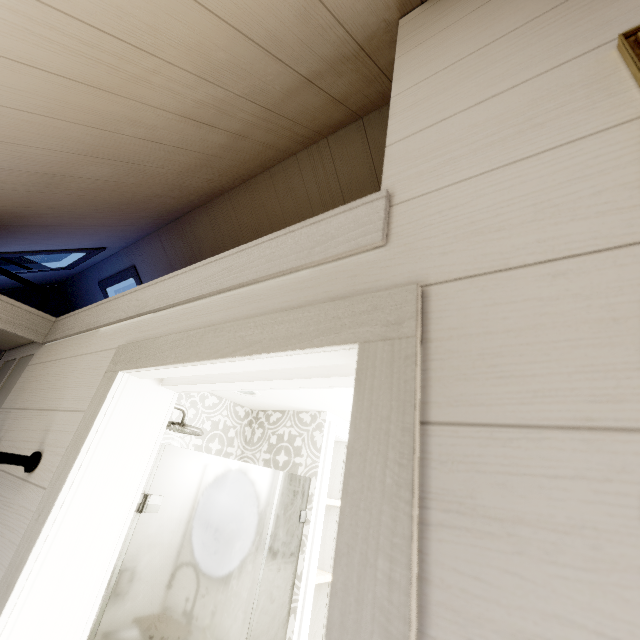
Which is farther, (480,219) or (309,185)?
(309,185)
